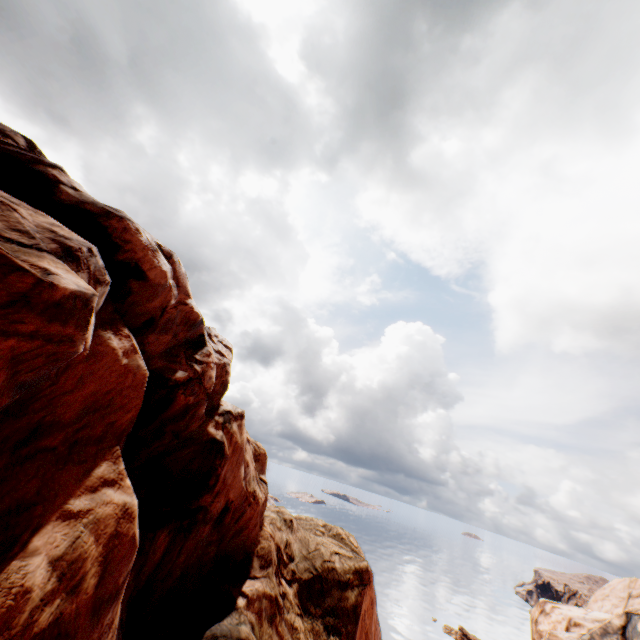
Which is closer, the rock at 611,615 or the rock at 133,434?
the rock at 133,434

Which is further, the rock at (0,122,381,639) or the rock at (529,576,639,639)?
the rock at (529,576,639,639)

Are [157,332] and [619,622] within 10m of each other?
no
